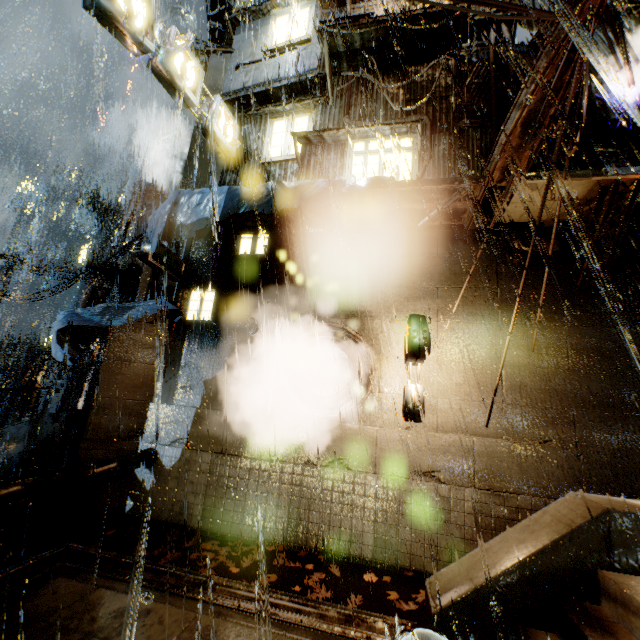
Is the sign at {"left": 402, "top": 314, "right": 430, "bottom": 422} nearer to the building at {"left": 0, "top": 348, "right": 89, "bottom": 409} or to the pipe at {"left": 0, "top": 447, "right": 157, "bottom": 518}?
the building at {"left": 0, "top": 348, "right": 89, "bottom": 409}

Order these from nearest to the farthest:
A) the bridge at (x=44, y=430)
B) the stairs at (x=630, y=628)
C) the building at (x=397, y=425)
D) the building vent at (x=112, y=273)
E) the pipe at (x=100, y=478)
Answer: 1. the stairs at (x=630, y=628)
2. the pipe at (x=100, y=478)
3. the building at (x=397, y=425)
4. the bridge at (x=44, y=430)
5. the building vent at (x=112, y=273)

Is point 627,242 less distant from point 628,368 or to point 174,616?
point 628,368

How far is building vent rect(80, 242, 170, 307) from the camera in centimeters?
1434cm

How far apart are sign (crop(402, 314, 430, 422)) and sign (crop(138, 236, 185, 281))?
6.8 meters

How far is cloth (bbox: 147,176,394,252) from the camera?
7.71m

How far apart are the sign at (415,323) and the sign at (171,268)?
6.8m

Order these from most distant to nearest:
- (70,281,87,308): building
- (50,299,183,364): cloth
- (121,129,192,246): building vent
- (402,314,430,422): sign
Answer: (70,281,87,308): building < (121,129,192,246): building vent < (50,299,183,364): cloth < (402,314,430,422): sign
